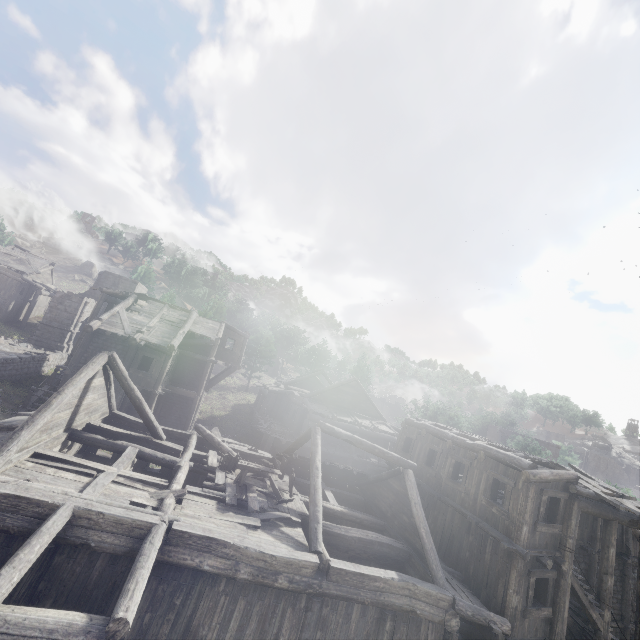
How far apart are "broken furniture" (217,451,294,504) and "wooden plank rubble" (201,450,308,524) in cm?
1

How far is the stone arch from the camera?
32.25m

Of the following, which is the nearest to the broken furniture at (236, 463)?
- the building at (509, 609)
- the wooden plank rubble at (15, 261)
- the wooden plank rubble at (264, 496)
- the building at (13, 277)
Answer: the wooden plank rubble at (264, 496)

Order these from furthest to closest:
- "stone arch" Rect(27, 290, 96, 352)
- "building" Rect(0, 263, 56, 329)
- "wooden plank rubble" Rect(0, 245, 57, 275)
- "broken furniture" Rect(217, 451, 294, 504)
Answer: "wooden plank rubble" Rect(0, 245, 57, 275), "building" Rect(0, 263, 56, 329), "stone arch" Rect(27, 290, 96, 352), "broken furniture" Rect(217, 451, 294, 504)

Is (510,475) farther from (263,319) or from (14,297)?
(14,297)

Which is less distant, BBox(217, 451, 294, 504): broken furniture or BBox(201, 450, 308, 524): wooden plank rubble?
BBox(201, 450, 308, 524): wooden plank rubble

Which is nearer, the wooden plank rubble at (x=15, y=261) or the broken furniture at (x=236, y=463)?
the broken furniture at (x=236, y=463)

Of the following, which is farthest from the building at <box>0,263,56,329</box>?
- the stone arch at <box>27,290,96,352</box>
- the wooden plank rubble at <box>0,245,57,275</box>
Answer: the stone arch at <box>27,290,96,352</box>
